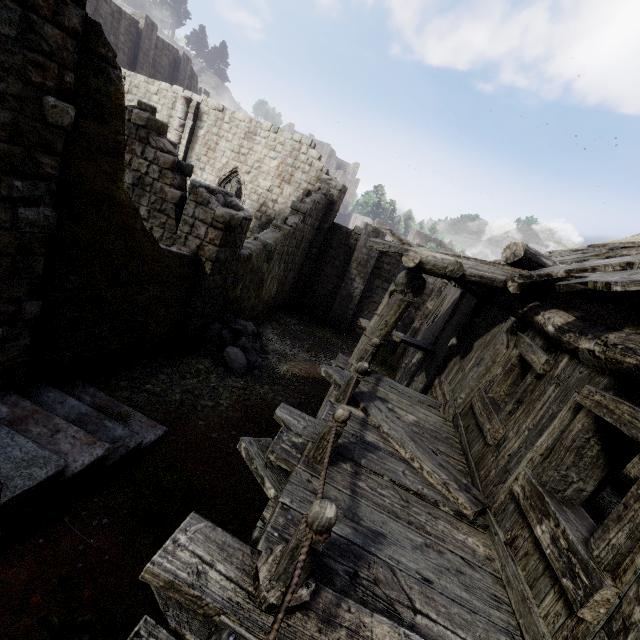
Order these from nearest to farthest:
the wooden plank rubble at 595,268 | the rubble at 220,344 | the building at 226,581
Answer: the building at 226,581 < the wooden plank rubble at 595,268 < the rubble at 220,344

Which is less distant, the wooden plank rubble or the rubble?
the wooden plank rubble

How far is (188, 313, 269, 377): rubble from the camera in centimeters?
995cm

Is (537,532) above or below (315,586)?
above

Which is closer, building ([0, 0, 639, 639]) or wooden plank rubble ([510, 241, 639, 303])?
building ([0, 0, 639, 639])

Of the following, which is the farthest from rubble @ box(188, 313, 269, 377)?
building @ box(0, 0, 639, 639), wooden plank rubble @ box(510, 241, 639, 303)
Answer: wooden plank rubble @ box(510, 241, 639, 303)

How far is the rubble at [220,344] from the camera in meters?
10.0 m
